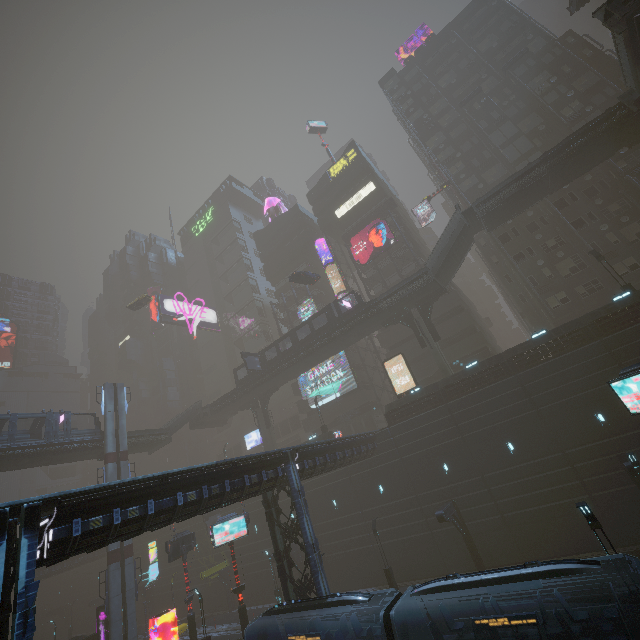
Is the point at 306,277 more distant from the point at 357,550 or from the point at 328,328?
the point at 357,550

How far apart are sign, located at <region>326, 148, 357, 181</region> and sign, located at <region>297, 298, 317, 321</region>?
20.98m

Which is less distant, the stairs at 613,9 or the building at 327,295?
the stairs at 613,9

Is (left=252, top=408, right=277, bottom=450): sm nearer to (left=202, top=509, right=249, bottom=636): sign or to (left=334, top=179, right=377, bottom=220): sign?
(left=202, top=509, right=249, bottom=636): sign

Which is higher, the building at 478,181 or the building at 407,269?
the building at 478,181

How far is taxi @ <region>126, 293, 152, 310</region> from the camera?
51.2 meters

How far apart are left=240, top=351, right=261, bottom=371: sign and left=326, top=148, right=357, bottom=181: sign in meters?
32.7

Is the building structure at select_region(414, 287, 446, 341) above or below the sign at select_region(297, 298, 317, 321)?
below
